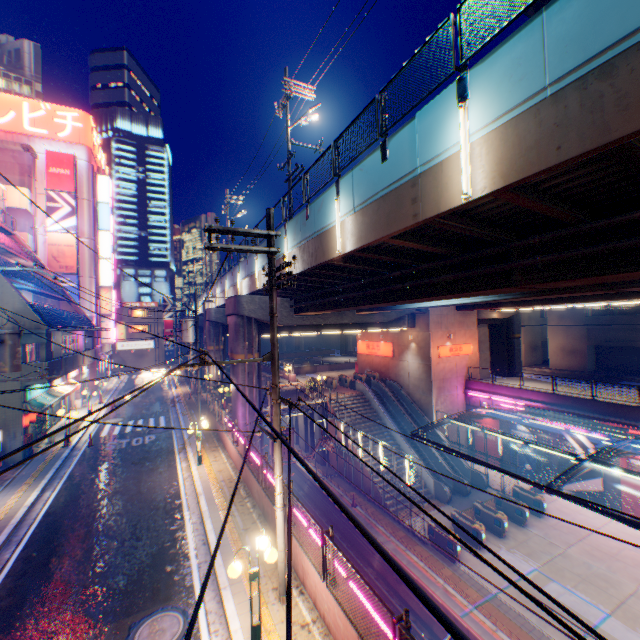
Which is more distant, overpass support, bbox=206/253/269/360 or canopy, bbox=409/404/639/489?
overpass support, bbox=206/253/269/360

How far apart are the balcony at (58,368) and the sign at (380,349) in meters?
27.5

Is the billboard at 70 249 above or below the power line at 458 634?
above

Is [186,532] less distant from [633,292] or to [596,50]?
[596,50]

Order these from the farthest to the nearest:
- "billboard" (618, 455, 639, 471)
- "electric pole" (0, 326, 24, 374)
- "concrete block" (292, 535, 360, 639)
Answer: "billboard" (618, 455, 639, 471), "electric pole" (0, 326, 24, 374), "concrete block" (292, 535, 360, 639)

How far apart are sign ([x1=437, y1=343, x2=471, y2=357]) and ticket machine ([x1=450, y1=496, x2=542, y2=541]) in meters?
12.1

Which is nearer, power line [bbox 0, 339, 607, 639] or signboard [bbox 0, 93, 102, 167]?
power line [bbox 0, 339, 607, 639]

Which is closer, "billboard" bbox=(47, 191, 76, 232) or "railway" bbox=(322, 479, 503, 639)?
"railway" bbox=(322, 479, 503, 639)
